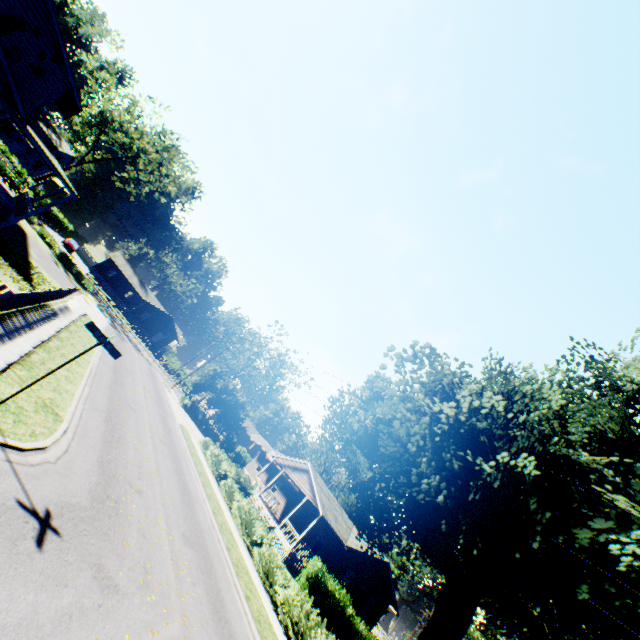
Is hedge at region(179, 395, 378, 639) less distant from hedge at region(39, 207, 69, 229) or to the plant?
the plant

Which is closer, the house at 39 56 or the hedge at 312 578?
the hedge at 312 578

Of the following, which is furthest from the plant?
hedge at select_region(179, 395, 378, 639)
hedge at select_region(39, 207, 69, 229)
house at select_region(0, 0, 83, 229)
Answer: hedge at select_region(39, 207, 69, 229)

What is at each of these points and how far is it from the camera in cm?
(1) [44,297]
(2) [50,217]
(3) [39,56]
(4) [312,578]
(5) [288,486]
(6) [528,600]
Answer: (1) fence, 1308
(2) hedge, 4988
(3) house, 1914
(4) hedge, 2298
(5) house, 3778
(6) plant, 1543

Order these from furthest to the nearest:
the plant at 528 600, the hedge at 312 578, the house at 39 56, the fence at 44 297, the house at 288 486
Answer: the house at 288 486
the house at 39 56
the hedge at 312 578
the plant at 528 600
the fence at 44 297

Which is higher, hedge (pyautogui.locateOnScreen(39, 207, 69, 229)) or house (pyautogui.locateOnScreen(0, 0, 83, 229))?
house (pyautogui.locateOnScreen(0, 0, 83, 229))

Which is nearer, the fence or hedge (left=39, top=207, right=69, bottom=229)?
the fence

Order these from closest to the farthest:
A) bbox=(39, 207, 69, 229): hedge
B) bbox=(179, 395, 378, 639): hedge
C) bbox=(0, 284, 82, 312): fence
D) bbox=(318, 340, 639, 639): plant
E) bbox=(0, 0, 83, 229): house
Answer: bbox=(0, 284, 82, 312): fence < bbox=(318, 340, 639, 639): plant < bbox=(179, 395, 378, 639): hedge < bbox=(0, 0, 83, 229): house < bbox=(39, 207, 69, 229): hedge
